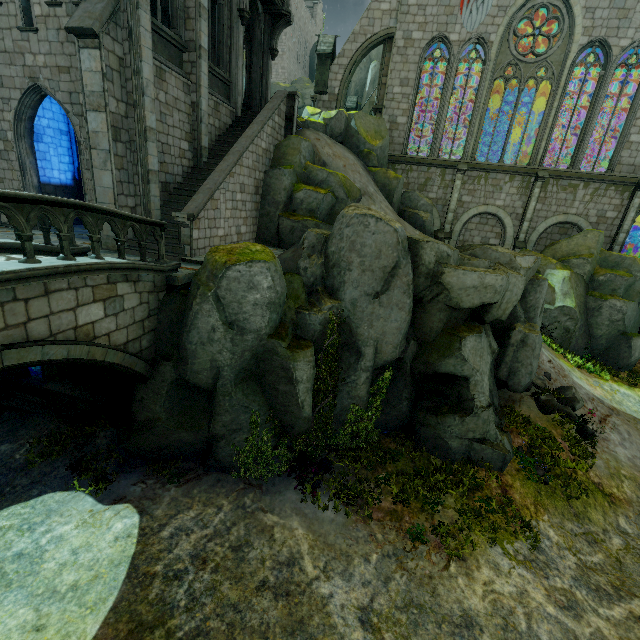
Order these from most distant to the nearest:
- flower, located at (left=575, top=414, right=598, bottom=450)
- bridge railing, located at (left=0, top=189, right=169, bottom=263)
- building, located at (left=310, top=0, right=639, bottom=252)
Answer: building, located at (left=310, top=0, right=639, bottom=252)
flower, located at (left=575, top=414, right=598, bottom=450)
bridge railing, located at (left=0, top=189, right=169, bottom=263)

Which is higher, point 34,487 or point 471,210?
point 471,210

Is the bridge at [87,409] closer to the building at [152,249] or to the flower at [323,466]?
the building at [152,249]

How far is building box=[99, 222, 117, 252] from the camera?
10.7m

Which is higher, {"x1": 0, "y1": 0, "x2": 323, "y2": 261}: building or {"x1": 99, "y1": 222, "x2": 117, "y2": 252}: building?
{"x1": 0, "y1": 0, "x2": 323, "y2": 261}: building

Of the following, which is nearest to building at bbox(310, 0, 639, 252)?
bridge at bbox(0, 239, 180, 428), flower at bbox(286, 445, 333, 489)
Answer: bridge at bbox(0, 239, 180, 428)

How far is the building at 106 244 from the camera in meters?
10.7

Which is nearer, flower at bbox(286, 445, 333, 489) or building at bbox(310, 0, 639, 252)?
flower at bbox(286, 445, 333, 489)
